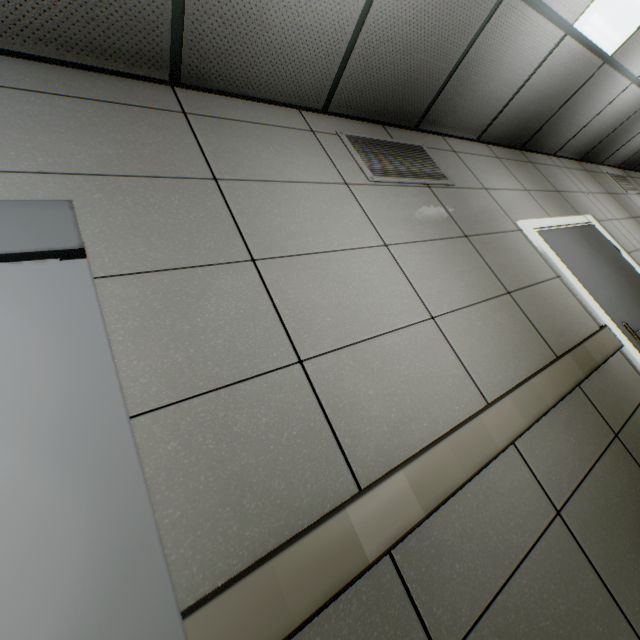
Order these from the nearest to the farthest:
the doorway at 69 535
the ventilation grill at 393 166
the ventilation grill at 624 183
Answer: the doorway at 69 535 → the ventilation grill at 393 166 → the ventilation grill at 624 183

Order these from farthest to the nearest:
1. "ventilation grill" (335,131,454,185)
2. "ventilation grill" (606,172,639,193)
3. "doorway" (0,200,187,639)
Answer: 1. "ventilation grill" (606,172,639,193)
2. "ventilation grill" (335,131,454,185)
3. "doorway" (0,200,187,639)

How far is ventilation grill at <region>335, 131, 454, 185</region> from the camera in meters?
2.2

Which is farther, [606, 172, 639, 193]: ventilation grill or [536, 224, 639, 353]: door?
[606, 172, 639, 193]: ventilation grill

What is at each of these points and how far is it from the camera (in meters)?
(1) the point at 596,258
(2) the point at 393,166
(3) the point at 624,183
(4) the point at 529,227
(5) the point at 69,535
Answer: (1) door, 3.10
(2) ventilation grill, 2.32
(3) ventilation grill, 5.70
(4) doorway, 2.76
(5) doorway, 0.67

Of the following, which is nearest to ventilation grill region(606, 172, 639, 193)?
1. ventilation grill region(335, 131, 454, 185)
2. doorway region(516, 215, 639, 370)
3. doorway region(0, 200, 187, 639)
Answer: doorway region(516, 215, 639, 370)

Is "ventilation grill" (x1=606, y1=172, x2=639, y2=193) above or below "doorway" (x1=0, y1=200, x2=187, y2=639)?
above

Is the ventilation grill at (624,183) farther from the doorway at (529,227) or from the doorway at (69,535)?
the doorway at (69,535)
